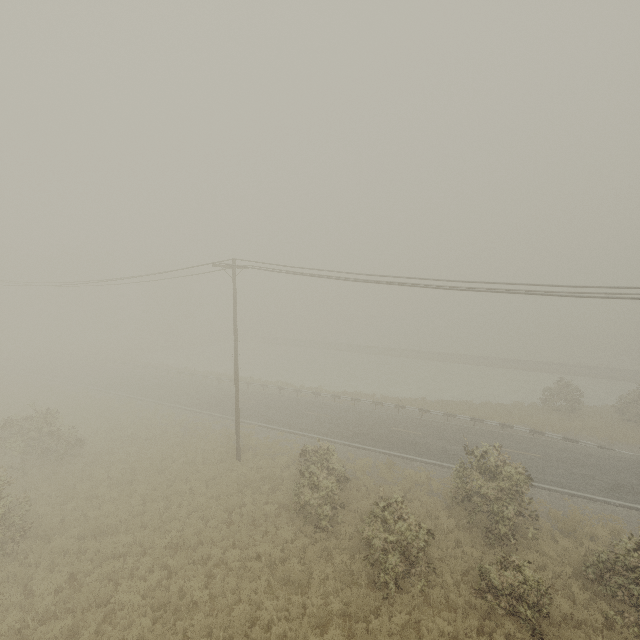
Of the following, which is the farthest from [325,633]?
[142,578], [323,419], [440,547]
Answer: [323,419]
